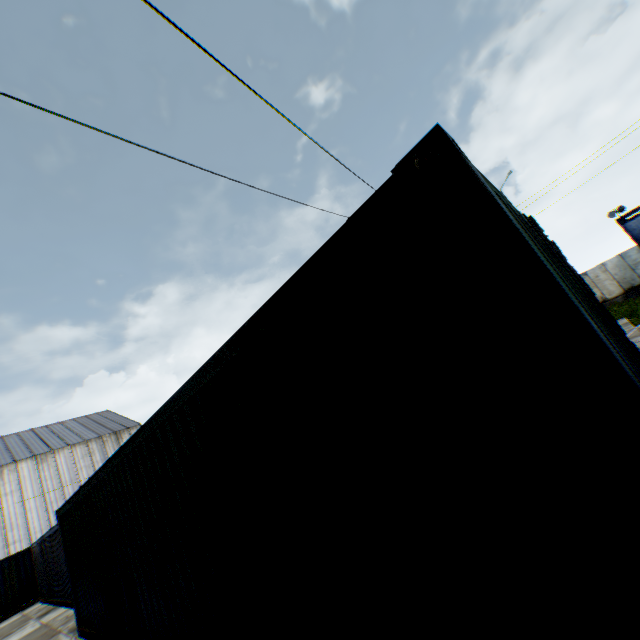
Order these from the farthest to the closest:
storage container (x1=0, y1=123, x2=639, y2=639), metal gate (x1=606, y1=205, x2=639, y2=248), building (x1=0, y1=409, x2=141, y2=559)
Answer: building (x1=0, y1=409, x2=141, y2=559), metal gate (x1=606, y1=205, x2=639, y2=248), storage container (x1=0, y1=123, x2=639, y2=639)

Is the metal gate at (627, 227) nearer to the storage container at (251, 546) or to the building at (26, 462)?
the storage container at (251, 546)

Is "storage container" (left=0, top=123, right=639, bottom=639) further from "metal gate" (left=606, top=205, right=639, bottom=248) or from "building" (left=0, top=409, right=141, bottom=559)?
"building" (left=0, top=409, right=141, bottom=559)

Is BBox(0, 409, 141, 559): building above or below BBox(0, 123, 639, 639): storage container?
above

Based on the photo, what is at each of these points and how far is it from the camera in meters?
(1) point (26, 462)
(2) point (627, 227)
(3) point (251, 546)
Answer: (1) building, 32.0
(2) metal gate, 25.2
(3) storage container, 2.8
